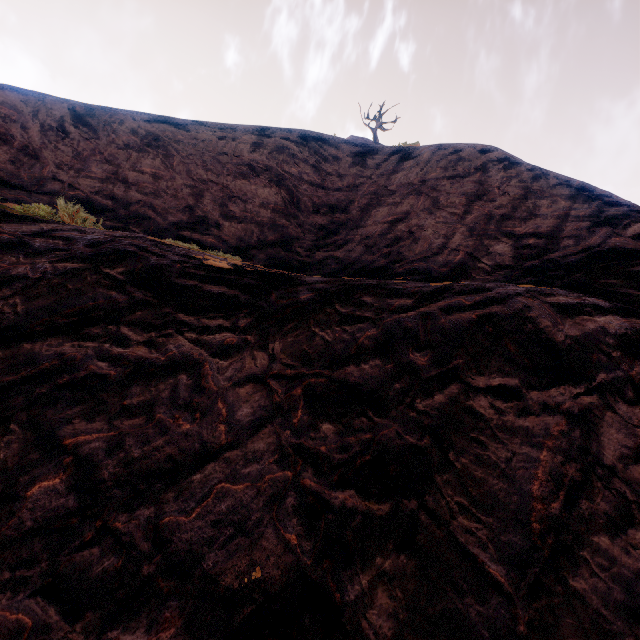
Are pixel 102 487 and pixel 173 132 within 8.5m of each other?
no
